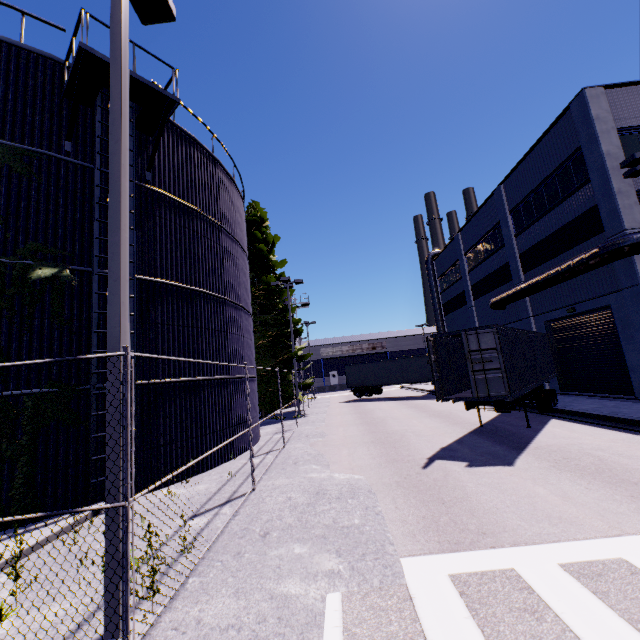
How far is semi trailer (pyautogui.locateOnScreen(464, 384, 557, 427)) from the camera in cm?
1100

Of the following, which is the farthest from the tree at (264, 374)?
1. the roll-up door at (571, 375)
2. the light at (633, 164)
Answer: the light at (633, 164)

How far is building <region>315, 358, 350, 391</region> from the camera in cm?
5784

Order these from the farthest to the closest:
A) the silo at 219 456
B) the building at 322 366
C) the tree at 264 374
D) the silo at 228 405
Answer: the building at 322 366 → the tree at 264 374 → the silo at 219 456 → the silo at 228 405

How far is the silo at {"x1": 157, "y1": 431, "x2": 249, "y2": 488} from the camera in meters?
9.4

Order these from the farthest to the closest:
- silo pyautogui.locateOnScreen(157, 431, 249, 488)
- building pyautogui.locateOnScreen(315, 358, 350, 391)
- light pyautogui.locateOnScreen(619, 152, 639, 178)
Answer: building pyautogui.locateOnScreen(315, 358, 350, 391) → light pyautogui.locateOnScreen(619, 152, 639, 178) → silo pyautogui.locateOnScreen(157, 431, 249, 488)

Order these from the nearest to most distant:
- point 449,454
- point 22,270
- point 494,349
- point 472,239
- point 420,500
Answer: point 420,500, point 22,270, point 449,454, point 494,349, point 472,239

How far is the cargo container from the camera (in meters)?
10.61
